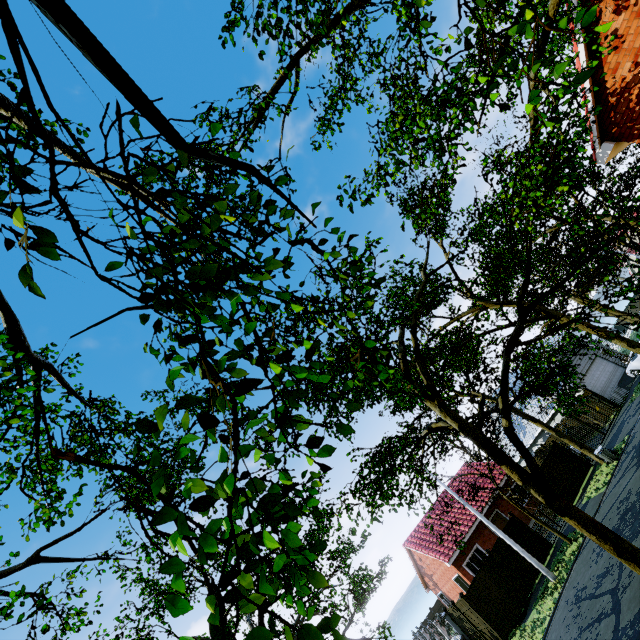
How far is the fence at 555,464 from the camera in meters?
21.6 m

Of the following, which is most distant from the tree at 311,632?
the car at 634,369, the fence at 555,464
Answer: the car at 634,369

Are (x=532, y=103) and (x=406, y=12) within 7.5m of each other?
yes

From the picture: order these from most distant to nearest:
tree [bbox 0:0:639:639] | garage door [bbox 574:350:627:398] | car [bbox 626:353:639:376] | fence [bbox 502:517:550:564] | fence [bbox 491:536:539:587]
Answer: garage door [bbox 574:350:627:398]
car [bbox 626:353:639:376]
fence [bbox 502:517:550:564]
fence [bbox 491:536:539:587]
tree [bbox 0:0:639:639]

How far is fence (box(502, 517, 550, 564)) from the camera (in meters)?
19.11

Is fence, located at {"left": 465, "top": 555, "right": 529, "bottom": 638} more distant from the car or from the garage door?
the car

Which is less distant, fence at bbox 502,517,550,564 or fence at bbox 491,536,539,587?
fence at bbox 491,536,539,587

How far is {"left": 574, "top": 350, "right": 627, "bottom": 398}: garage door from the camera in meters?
29.4
